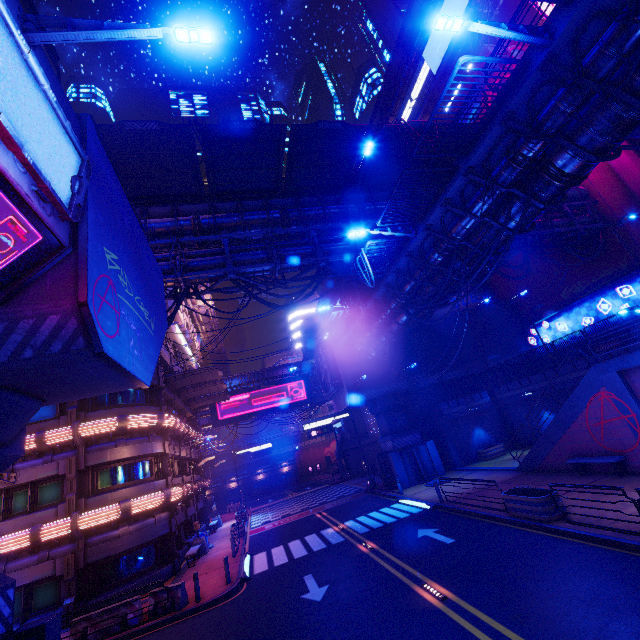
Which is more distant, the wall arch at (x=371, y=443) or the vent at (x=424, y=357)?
the wall arch at (x=371, y=443)

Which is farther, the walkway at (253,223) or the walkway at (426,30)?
the walkway at (426,30)

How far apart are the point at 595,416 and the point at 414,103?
41.8m

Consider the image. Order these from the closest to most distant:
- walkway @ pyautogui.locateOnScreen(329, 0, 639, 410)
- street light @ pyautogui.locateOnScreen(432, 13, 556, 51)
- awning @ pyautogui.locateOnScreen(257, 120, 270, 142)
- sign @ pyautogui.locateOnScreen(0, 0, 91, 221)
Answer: sign @ pyautogui.locateOnScreen(0, 0, 91, 221)
street light @ pyautogui.locateOnScreen(432, 13, 556, 51)
walkway @ pyautogui.locateOnScreen(329, 0, 639, 410)
awning @ pyautogui.locateOnScreen(257, 120, 270, 142)

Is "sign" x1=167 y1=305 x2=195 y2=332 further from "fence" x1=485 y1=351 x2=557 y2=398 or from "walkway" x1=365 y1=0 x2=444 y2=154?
"fence" x1=485 y1=351 x2=557 y2=398

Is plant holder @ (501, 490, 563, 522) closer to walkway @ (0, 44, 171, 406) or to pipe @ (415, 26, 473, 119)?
walkway @ (0, 44, 171, 406)

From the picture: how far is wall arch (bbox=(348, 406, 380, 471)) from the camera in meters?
43.6

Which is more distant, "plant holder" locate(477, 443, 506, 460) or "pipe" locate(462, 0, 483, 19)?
"pipe" locate(462, 0, 483, 19)
